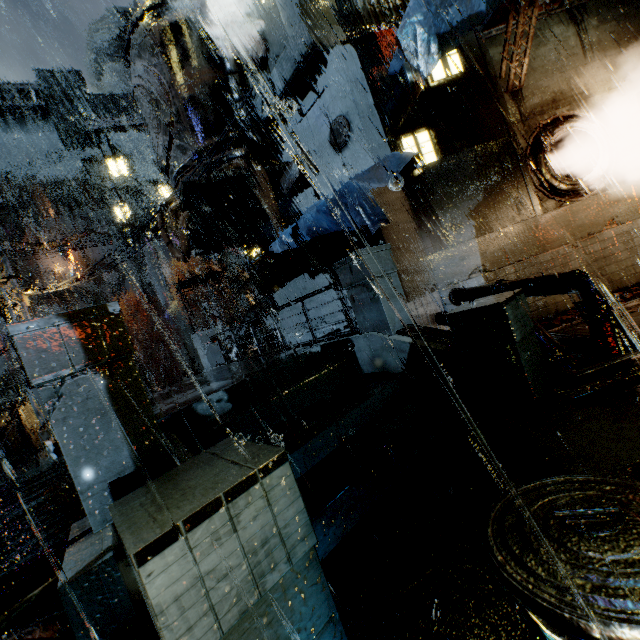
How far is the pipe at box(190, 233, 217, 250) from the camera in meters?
16.6

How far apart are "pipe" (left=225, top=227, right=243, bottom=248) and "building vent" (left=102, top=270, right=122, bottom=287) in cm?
4616

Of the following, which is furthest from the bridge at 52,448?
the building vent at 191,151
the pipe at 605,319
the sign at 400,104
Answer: the sign at 400,104

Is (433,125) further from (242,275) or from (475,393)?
(242,275)

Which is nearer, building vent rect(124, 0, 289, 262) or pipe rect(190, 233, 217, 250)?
building vent rect(124, 0, 289, 262)

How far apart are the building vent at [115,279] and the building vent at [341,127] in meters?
54.7 m

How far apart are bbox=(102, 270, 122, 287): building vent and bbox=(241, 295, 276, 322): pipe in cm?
4741

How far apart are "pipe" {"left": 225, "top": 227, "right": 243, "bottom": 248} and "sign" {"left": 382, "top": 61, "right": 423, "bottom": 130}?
10.2m
